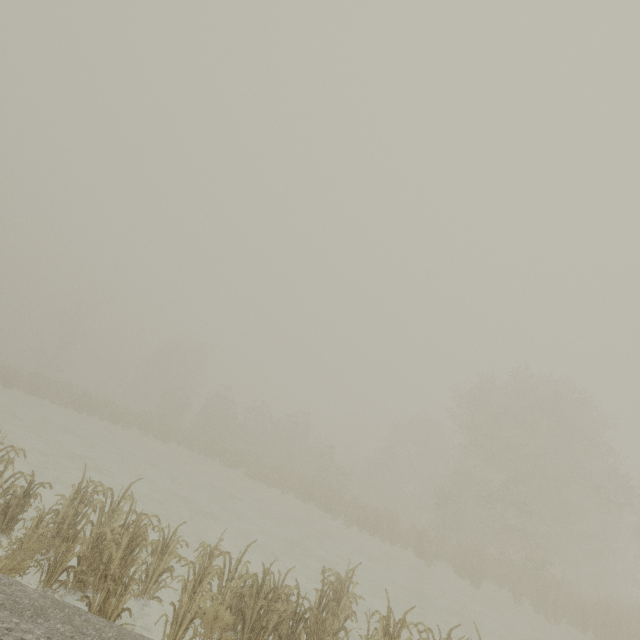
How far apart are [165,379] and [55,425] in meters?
32.2
